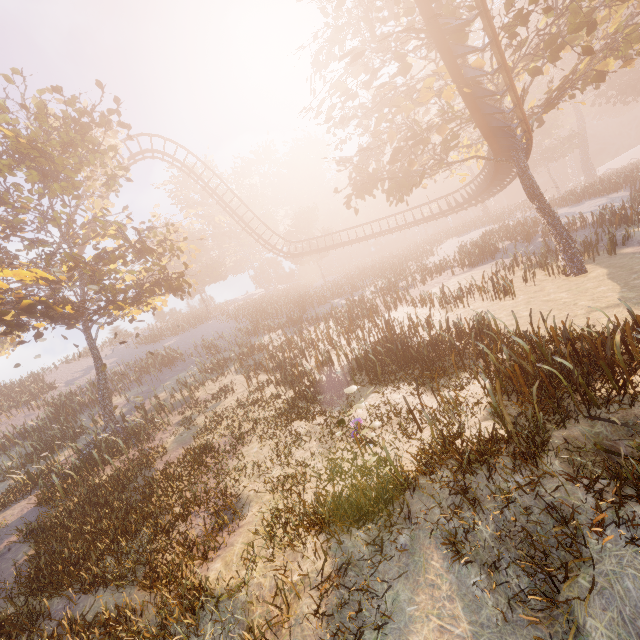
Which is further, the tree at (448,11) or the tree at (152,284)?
the tree at (152,284)

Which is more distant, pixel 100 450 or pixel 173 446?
pixel 100 450

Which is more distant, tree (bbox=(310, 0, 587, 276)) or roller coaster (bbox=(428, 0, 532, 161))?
tree (bbox=(310, 0, 587, 276))

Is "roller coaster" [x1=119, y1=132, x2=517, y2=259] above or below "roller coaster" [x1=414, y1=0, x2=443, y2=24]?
below

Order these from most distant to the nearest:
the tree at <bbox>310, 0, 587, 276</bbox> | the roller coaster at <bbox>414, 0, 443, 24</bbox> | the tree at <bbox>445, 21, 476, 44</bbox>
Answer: the tree at <bbox>310, 0, 587, 276</bbox> → the tree at <bbox>445, 21, 476, 44</bbox> → the roller coaster at <bbox>414, 0, 443, 24</bbox>

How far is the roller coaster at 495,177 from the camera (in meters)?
23.02

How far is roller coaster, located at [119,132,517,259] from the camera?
23.0 meters

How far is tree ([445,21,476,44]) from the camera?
10.1 meters
